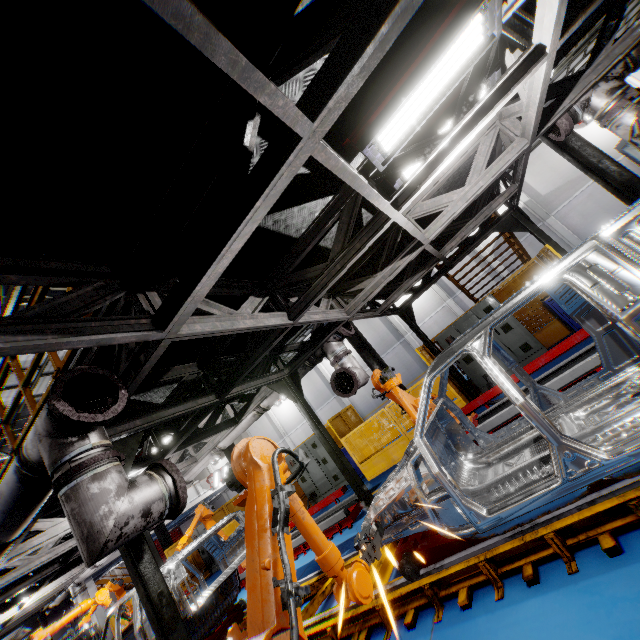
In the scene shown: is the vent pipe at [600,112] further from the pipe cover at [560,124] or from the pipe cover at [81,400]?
the pipe cover at [81,400]

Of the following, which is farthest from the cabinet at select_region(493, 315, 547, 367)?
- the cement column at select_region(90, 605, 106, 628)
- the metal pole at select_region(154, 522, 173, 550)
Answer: the cement column at select_region(90, 605, 106, 628)

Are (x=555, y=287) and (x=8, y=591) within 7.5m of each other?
no

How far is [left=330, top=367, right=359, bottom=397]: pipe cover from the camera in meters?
6.2

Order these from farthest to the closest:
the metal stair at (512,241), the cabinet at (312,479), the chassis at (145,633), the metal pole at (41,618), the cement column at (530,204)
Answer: the cement column at (530,204)
the metal pole at (41,618)
the cabinet at (312,479)
the metal stair at (512,241)
the chassis at (145,633)

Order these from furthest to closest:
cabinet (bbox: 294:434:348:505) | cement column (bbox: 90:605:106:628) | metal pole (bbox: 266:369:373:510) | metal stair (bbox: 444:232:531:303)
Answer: cement column (bbox: 90:605:106:628)
cabinet (bbox: 294:434:348:505)
metal stair (bbox: 444:232:531:303)
metal pole (bbox: 266:369:373:510)

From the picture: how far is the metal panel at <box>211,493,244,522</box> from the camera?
14.2 meters

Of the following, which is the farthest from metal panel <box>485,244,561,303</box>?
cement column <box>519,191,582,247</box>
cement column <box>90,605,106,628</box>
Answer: cement column <box>519,191,582,247</box>
